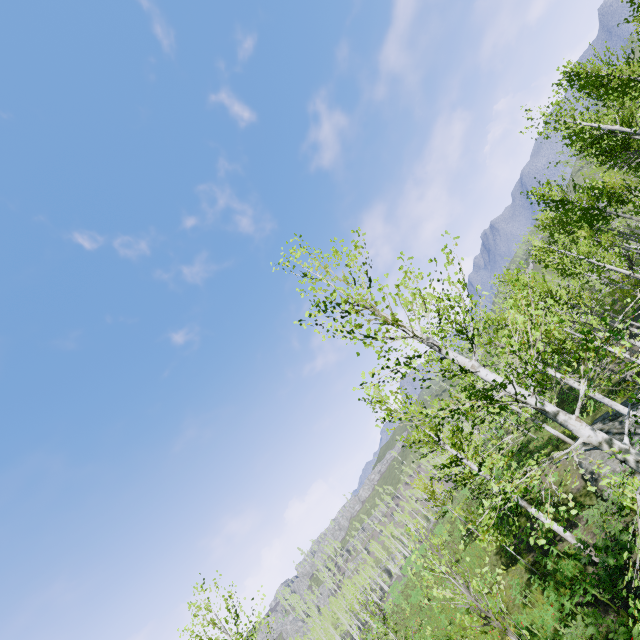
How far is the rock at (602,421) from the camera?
16.2 meters

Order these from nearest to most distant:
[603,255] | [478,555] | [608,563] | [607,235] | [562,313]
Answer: [608,563]
[562,313]
[607,235]
[478,555]
[603,255]

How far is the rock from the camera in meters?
16.2
